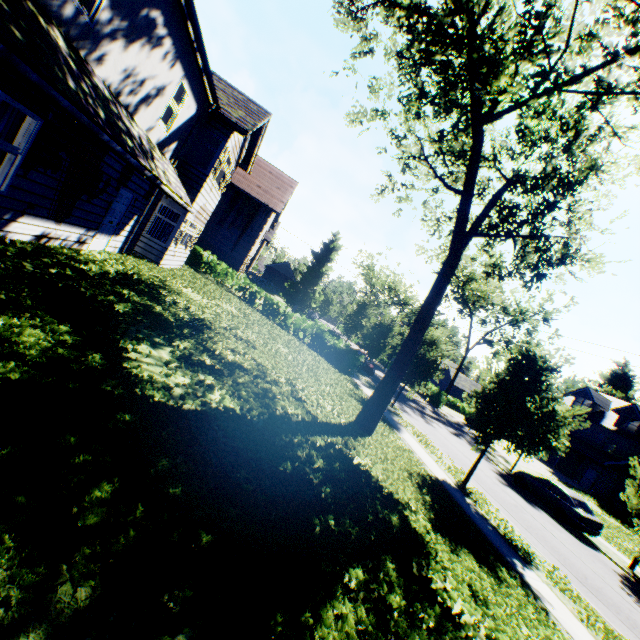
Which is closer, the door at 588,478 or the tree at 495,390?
the tree at 495,390

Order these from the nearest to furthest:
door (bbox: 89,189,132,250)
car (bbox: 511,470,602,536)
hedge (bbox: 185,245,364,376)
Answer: door (bbox: 89,189,132,250) < car (bbox: 511,470,602,536) < hedge (bbox: 185,245,364,376)

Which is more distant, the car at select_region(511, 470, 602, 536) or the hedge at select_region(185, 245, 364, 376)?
the hedge at select_region(185, 245, 364, 376)

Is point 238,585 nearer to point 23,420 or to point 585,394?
point 23,420

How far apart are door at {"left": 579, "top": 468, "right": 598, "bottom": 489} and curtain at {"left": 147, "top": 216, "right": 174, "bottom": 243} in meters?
44.8 m

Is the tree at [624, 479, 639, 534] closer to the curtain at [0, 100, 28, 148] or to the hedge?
the hedge

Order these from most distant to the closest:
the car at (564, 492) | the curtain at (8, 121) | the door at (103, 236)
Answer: the car at (564, 492)
the door at (103, 236)
the curtain at (8, 121)

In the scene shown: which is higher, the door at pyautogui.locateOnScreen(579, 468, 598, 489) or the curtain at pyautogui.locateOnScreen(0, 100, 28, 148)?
the curtain at pyautogui.locateOnScreen(0, 100, 28, 148)
